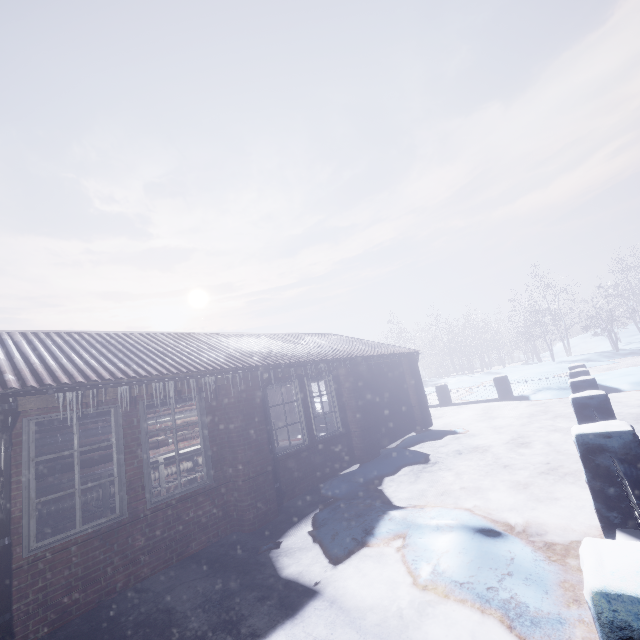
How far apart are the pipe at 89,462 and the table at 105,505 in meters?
0.1

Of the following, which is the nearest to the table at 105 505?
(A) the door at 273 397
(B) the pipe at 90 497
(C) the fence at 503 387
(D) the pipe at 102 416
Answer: (B) the pipe at 90 497

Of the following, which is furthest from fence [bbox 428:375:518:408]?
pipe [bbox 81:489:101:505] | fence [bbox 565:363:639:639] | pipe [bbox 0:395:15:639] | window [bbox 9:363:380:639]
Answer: pipe [bbox 0:395:15:639]

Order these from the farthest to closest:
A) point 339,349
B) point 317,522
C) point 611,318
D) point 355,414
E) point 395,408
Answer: point 611,318, point 395,408, point 339,349, point 355,414, point 317,522

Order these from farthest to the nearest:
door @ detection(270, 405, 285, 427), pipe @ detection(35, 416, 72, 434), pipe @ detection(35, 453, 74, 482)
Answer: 1. door @ detection(270, 405, 285, 427)
2. pipe @ detection(35, 453, 74, 482)
3. pipe @ detection(35, 416, 72, 434)

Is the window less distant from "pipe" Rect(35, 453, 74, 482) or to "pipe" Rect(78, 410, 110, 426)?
"pipe" Rect(78, 410, 110, 426)

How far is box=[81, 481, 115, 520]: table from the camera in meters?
5.6 m

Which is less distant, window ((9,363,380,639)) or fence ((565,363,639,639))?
fence ((565,363,639,639))
